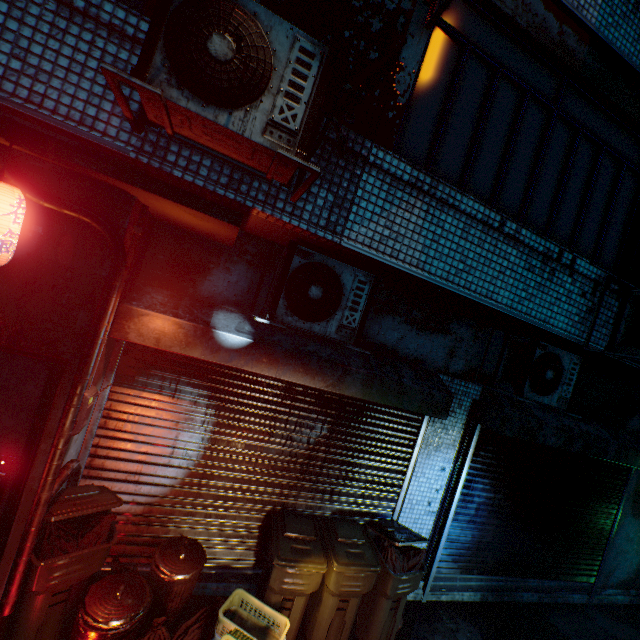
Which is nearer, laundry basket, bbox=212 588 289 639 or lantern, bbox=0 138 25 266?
lantern, bbox=0 138 25 266

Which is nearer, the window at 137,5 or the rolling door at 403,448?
the window at 137,5

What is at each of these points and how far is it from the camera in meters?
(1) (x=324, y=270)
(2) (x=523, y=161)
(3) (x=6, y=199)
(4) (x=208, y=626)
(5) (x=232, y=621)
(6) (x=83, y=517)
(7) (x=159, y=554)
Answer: (1) air conditioner, 2.9 m
(2) window, 3.3 m
(3) lantern, 1.8 m
(4) trash bag, 2.8 m
(5) laundry basket, 2.7 m
(6) trash bin, 2.7 m
(7) trash can, 3.0 m

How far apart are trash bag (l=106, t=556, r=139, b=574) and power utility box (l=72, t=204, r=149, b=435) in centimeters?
138cm

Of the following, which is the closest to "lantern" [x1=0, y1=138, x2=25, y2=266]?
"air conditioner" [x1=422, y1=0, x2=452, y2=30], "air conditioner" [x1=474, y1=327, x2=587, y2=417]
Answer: "air conditioner" [x1=422, y1=0, x2=452, y2=30]

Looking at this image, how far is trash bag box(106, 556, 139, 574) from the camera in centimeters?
289cm

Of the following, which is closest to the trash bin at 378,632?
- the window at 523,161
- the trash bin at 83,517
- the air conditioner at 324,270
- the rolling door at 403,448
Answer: the rolling door at 403,448

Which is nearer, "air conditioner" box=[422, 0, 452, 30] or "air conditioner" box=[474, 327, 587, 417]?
"air conditioner" box=[422, 0, 452, 30]
